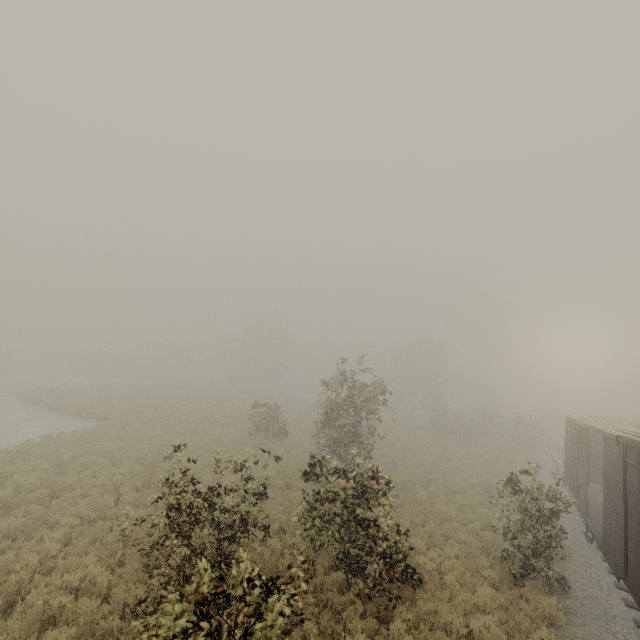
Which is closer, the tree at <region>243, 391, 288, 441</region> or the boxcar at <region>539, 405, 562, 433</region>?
the tree at <region>243, 391, 288, 441</region>

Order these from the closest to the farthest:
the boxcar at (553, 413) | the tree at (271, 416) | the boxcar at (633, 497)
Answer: the boxcar at (633, 497) → the tree at (271, 416) → the boxcar at (553, 413)

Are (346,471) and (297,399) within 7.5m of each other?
no

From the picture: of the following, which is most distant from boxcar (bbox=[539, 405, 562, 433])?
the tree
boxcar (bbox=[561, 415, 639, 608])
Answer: the tree

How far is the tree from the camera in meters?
24.1

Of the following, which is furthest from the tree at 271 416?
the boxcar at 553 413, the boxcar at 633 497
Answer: the boxcar at 553 413

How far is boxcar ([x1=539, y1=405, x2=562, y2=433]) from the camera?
Answer: 56.41m

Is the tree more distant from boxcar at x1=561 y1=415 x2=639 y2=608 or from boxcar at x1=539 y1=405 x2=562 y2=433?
boxcar at x1=539 y1=405 x2=562 y2=433
